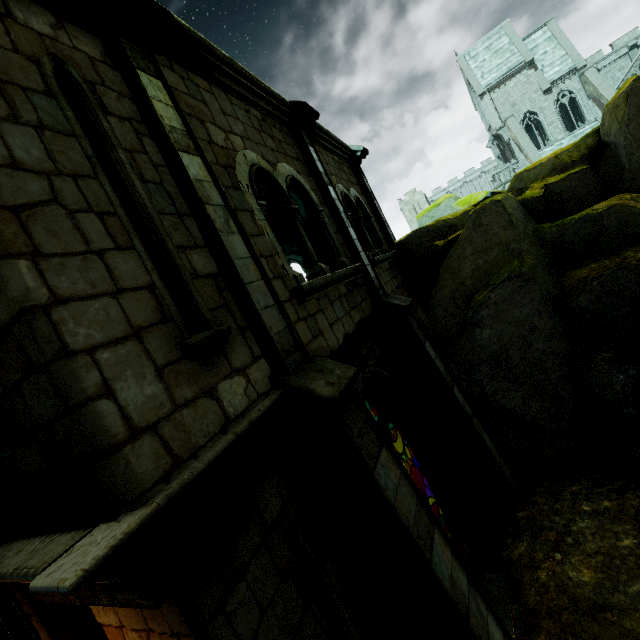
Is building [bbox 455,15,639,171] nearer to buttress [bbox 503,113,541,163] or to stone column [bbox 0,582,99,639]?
buttress [bbox 503,113,541,163]

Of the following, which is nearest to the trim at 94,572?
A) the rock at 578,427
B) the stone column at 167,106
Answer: the stone column at 167,106

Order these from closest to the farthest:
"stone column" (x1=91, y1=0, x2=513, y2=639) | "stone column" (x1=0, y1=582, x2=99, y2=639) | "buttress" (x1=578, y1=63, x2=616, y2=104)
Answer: "stone column" (x1=0, y1=582, x2=99, y2=639)
"stone column" (x1=91, y1=0, x2=513, y2=639)
"buttress" (x1=578, y1=63, x2=616, y2=104)

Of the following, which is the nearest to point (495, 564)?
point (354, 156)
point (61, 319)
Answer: point (61, 319)

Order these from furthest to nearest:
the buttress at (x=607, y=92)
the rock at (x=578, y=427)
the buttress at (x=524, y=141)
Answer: the buttress at (x=524, y=141) < the buttress at (x=607, y=92) < the rock at (x=578, y=427)

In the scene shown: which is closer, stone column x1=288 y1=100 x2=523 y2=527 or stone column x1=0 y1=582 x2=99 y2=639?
stone column x1=0 y1=582 x2=99 y2=639

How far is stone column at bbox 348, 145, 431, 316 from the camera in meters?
9.7

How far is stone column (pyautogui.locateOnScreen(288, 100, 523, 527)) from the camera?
6.3m
